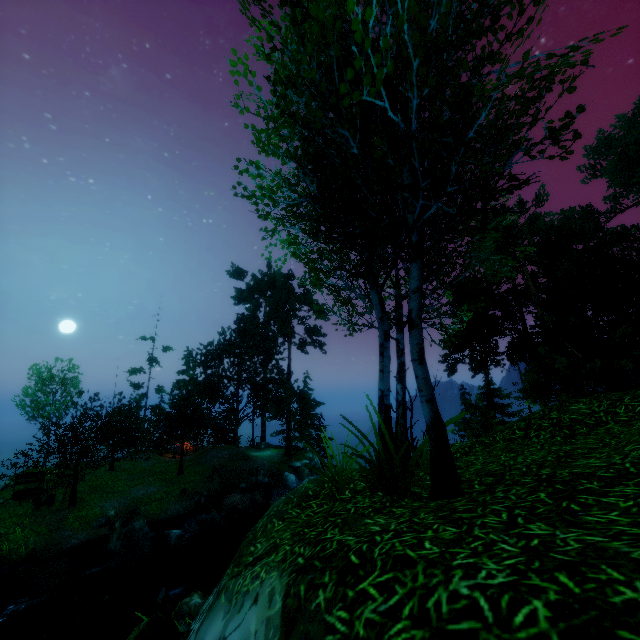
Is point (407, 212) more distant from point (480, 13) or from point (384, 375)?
point (384, 375)

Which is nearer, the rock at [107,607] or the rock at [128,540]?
the rock at [107,607]

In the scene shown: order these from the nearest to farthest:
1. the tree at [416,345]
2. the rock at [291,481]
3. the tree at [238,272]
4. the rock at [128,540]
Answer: the tree at [416,345] < the rock at [128,540] < the rock at [291,481] < the tree at [238,272]

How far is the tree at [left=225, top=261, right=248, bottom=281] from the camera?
44.0 meters

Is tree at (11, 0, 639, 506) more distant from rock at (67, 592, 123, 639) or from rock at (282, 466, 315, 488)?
rock at (67, 592, 123, 639)

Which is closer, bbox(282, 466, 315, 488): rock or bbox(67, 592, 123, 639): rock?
bbox(67, 592, 123, 639): rock

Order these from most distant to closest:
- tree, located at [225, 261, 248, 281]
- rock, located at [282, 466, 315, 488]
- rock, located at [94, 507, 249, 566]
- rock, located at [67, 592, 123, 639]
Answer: tree, located at [225, 261, 248, 281] < rock, located at [282, 466, 315, 488] < rock, located at [94, 507, 249, 566] < rock, located at [67, 592, 123, 639]

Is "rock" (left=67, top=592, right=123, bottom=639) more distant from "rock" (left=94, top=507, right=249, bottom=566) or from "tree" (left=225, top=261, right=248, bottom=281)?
"tree" (left=225, top=261, right=248, bottom=281)
